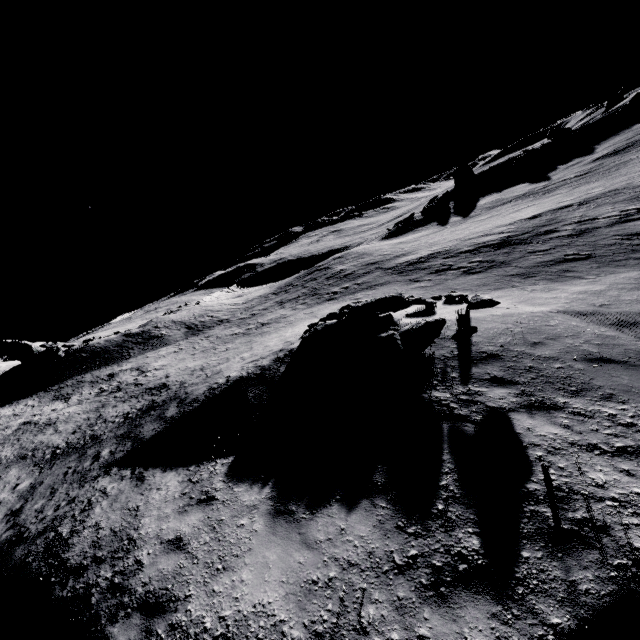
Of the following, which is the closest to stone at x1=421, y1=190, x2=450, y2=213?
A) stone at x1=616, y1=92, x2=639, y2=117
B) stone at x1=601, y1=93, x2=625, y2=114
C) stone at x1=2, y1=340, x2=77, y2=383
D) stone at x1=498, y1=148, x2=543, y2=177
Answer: stone at x1=498, y1=148, x2=543, y2=177

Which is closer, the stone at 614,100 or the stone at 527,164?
the stone at 527,164

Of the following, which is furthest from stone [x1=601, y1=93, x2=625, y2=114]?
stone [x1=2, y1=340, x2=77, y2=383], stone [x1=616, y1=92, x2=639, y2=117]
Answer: stone [x1=2, y1=340, x2=77, y2=383]

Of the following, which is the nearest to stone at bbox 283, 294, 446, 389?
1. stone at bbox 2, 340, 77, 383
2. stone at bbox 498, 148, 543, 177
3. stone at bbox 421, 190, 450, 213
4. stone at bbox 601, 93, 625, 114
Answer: stone at bbox 2, 340, 77, 383

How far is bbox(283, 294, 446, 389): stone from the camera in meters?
9.2

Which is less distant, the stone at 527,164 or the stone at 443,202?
the stone at 443,202

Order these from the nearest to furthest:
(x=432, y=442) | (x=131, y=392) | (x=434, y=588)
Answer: (x=434, y=588), (x=432, y=442), (x=131, y=392)

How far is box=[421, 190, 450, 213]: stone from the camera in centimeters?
4559cm
